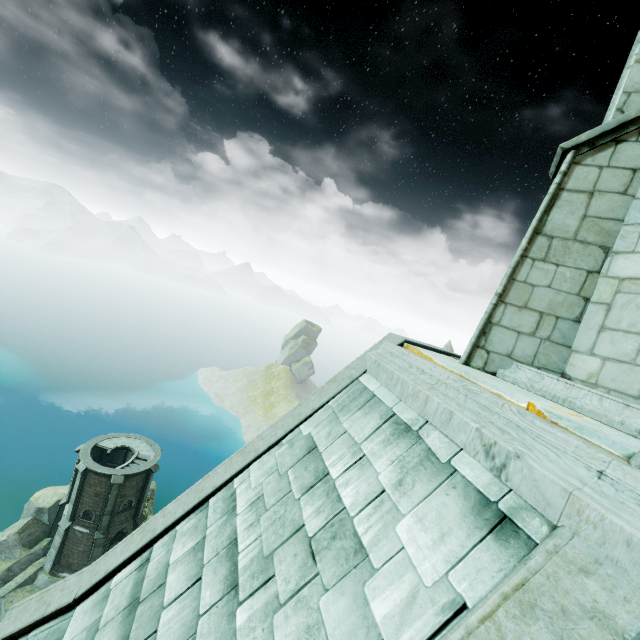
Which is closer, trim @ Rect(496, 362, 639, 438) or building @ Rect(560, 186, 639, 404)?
trim @ Rect(496, 362, 639, 438)

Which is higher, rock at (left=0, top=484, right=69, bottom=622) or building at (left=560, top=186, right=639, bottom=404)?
building at (left=560, top=186, right=639, bottom=404)

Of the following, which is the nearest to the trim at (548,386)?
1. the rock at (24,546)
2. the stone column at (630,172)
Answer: the stone column at (630,172)

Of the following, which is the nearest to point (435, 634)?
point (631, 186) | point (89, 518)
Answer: point (631, 186)

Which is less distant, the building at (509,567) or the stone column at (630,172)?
the building at (509,567)

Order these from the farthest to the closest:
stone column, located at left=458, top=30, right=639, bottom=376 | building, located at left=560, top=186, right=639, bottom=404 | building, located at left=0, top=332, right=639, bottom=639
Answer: stone column, located at left=458, top=30, right=639, bottom=376, building, located at left=560, top=186, right=639, bottom=404, building, located at left=0, top=332, right=639, bottom=639

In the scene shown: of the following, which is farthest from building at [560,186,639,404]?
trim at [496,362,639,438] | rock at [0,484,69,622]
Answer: rock at [0,484,69,622]
